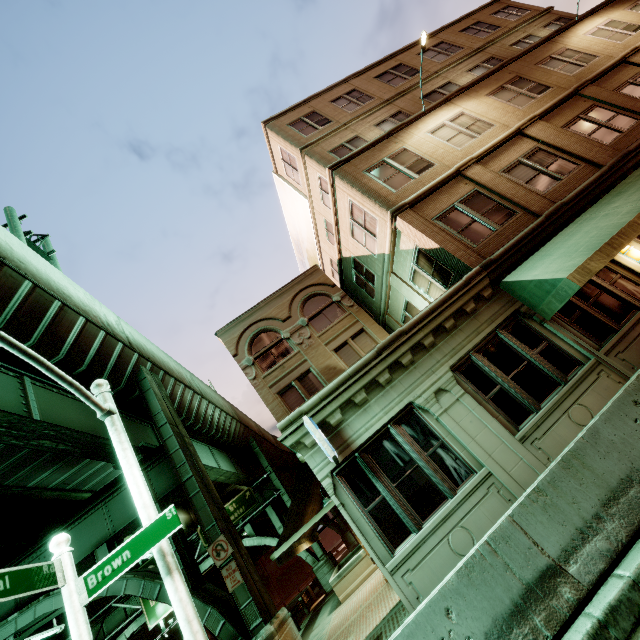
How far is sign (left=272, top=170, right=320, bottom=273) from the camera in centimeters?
1889cm

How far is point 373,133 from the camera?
15.4 meters

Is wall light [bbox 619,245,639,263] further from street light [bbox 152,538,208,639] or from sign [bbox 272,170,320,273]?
sign [bbox 272,170,320,273]

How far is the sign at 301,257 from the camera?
18.89m

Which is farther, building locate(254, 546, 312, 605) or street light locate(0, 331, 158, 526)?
building locate(254, 546, 312, 605)

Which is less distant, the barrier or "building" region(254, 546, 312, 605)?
the barrier

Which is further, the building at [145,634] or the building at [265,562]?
the building at [265,562]

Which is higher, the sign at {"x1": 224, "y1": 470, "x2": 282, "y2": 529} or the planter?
the sign at {"x1": 224, "y1": 470, "x2": 282, "y2": 529}
